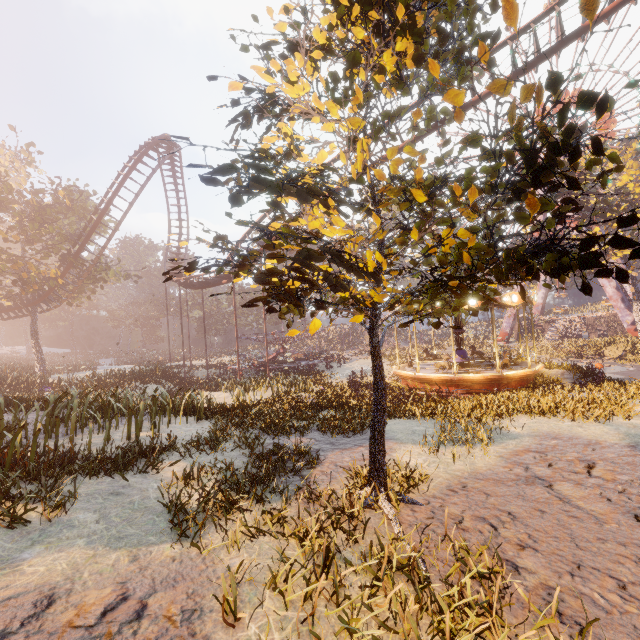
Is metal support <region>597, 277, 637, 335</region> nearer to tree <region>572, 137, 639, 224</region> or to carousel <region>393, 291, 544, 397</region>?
tree <region>572, 137, 639, 224</region>

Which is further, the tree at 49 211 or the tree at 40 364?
the tree at 40 364

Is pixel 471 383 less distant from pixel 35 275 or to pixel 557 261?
pixel 557 261

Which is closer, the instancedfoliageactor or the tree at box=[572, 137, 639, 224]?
the instancedfoliageactor

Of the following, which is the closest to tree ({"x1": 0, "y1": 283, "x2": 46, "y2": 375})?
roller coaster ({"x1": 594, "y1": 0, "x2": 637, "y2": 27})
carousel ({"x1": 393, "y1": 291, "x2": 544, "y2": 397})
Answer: roller coaster ({"x1": 594, "y1": 0, "x2": 637, "y2": 27})

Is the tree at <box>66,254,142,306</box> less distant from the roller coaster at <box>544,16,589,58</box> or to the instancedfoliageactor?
the roller coaster at <box>544,16,589,58</box>

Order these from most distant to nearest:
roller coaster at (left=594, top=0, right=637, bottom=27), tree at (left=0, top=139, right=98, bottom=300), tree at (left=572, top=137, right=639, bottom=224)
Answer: tree at (left=0, top=139, right=98, bottom=300)
tree at (left=572, top=137, right=639, bottom=224)
roller coaster at (left=594, top=0, right=637, bottom=27)

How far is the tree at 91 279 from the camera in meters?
29.8 m
